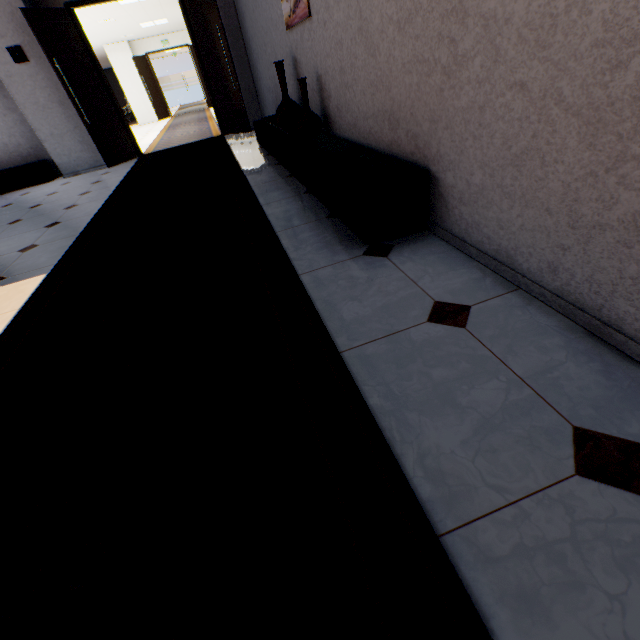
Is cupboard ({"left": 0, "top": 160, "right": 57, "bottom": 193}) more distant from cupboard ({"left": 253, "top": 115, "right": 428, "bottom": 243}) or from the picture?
the picture

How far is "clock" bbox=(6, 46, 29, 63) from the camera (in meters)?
5.53

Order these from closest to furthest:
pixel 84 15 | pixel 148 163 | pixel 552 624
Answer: pixel 552 624 < pixel 148 163 < pixel 84 15

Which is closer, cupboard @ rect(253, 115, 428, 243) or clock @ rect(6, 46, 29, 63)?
cupboard @ rect(253, 115, 428, 243)

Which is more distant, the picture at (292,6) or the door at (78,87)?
the door at (78,87)

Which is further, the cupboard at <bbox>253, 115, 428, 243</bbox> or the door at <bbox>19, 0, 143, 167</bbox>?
the door at <bbox>19, 0, 143, 167</bbox>

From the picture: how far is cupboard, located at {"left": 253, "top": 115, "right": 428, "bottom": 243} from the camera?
2.0m

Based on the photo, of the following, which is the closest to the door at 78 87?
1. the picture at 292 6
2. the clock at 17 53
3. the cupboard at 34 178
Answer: the clock at 17 53
